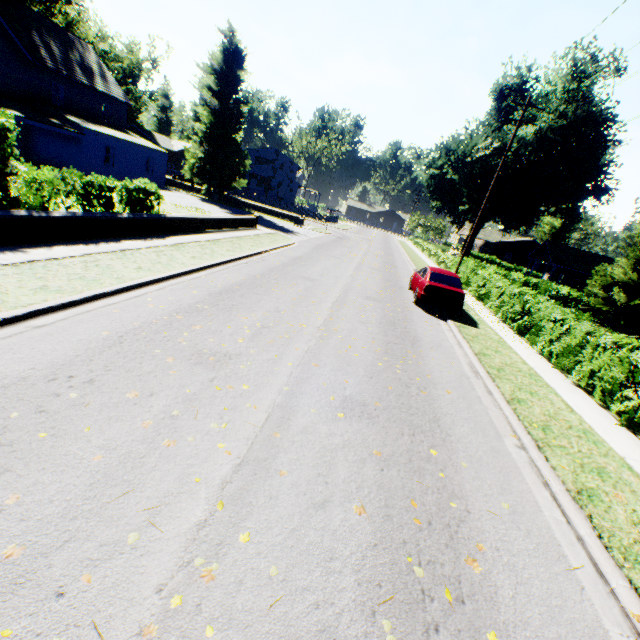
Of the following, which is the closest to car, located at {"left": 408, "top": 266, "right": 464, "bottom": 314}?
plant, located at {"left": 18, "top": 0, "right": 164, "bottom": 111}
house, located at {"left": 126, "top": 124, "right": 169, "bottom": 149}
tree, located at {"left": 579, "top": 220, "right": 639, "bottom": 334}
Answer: tree, located at {"left": 579, "top": 220, "right": 639, "bottom": 334}

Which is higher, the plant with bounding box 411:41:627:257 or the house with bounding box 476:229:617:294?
the plant with bounding box 411:41:627:257

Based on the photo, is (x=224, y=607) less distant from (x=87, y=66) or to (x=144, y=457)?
(x=144, y=457)

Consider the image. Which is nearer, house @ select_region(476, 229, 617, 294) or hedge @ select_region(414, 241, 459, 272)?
hedge @ select_region(414, 241, 459, 272)

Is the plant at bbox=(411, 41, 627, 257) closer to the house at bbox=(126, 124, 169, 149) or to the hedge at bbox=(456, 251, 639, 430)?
the house at bbox=(126, 124, 169, 149)

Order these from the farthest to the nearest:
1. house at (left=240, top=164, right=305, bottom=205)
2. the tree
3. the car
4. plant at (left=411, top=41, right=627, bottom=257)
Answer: house at (left=240, top=164, right=305, bottom=205) < plant at (left=411, top=41, right=627, bottom=257) < the tree < the car

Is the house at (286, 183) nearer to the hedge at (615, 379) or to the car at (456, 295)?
the hedge at (615, 379)

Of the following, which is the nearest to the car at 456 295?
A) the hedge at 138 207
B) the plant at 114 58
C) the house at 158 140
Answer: the hedge at 138 207
